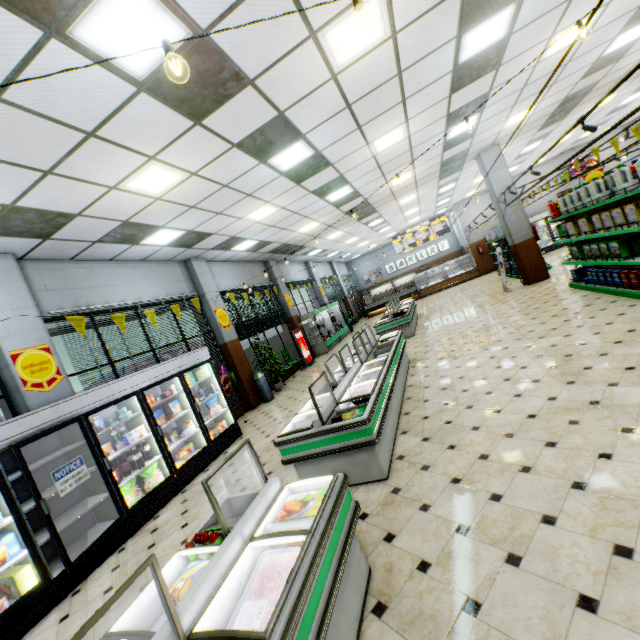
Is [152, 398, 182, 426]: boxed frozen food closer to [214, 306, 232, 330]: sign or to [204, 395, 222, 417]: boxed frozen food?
[204, 395, 222, 417]: boxed frozen food

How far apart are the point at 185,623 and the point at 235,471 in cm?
422

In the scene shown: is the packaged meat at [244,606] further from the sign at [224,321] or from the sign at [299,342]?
the sign at [299,342]

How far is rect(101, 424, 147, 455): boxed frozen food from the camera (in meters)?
5.22

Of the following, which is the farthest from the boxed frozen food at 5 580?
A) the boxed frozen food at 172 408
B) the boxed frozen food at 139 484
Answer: the boxed frozen food at 172 408

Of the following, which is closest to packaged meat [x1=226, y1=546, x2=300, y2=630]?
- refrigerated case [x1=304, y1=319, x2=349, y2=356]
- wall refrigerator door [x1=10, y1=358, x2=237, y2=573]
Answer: wall refrigerator door [x1=10, y1=358, x2=237, y2=573]

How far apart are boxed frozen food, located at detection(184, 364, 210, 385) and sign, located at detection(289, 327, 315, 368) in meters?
6.0

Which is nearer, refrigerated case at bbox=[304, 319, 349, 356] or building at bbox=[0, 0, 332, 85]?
building at bbox=[0, 0, 332, 85]
